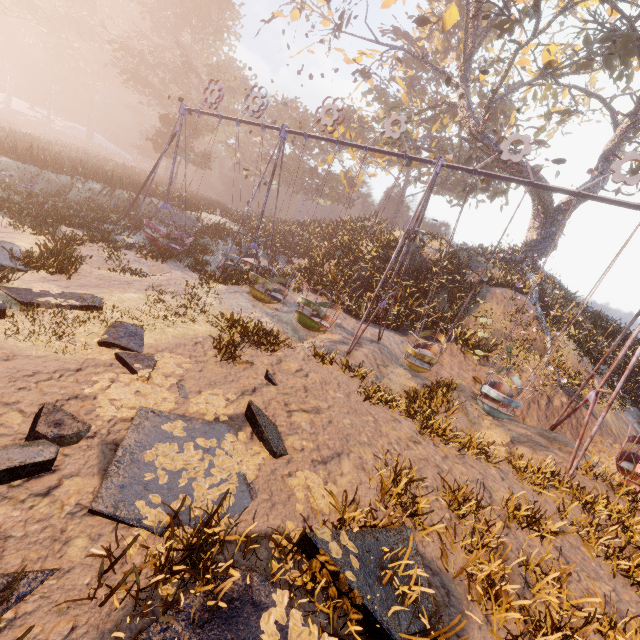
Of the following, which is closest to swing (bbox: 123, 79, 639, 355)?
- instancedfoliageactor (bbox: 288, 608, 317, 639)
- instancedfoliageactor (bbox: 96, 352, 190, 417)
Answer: instancedfoliageactor (bbox: 96, 352, 190, 417)

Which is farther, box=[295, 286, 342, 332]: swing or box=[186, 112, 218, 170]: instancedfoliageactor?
box=[186, 112, 218, 170]: instancedfoliageactor

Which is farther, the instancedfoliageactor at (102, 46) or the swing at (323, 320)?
the instancedfoliageactor at (102, 46)

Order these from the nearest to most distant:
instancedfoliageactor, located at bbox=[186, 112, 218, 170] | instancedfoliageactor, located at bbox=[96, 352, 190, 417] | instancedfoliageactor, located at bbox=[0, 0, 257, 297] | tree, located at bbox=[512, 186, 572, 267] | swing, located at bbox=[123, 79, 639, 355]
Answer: instancedfoliageactor, located at bbox=[96, 352, 190, 417] → swing, located at bbox=[123, 79, 639, 355] → instancedfoliageactor, located at bbox=[0, 0, 257, 297] → tree, located at bbox=[512, 186, 572, 267] → instancedfoliageactor, located at bbox=[186, 112, 218, 170]

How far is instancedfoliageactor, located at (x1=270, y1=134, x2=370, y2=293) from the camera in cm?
1727

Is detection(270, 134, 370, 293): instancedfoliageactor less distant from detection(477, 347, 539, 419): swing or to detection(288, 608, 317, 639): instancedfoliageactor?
detection(477, 347, 539, 419): swing

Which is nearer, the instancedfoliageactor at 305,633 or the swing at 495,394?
the instancedfoliageactor at 305,633

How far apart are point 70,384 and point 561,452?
11.4 meters
